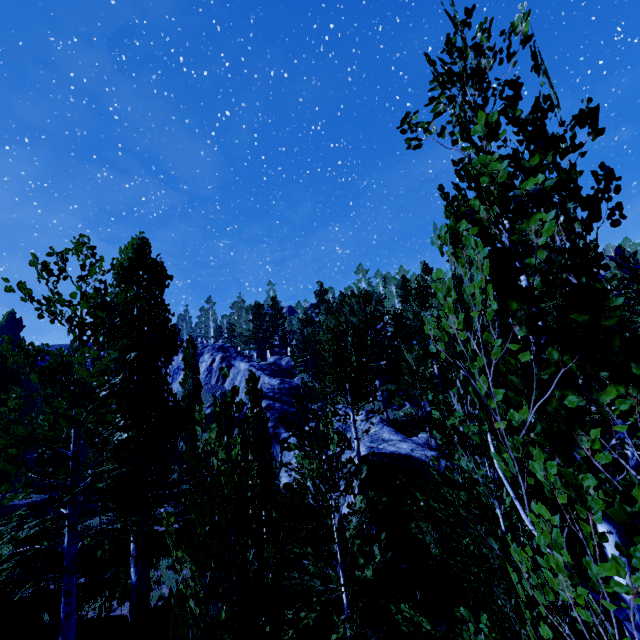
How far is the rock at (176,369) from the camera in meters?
51.4

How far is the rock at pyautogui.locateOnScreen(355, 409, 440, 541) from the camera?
13.1m

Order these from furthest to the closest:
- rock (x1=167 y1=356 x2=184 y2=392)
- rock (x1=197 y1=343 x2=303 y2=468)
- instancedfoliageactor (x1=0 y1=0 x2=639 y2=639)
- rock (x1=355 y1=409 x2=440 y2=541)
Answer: rock (x1=167 y1=356 x2=184 y2=392) → rock (x1=197 y1=343 x2=303 y2=468) → rock (x1=355 y1=409 x2=440 y2=541) → instancedfoliageactor (x1=0 y1=0 x2=639 y2=639)

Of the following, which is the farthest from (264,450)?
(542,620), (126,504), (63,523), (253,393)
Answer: (63,523)

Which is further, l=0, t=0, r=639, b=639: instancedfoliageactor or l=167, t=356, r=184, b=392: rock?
l=167, t=356, r=184, b=392: rock
